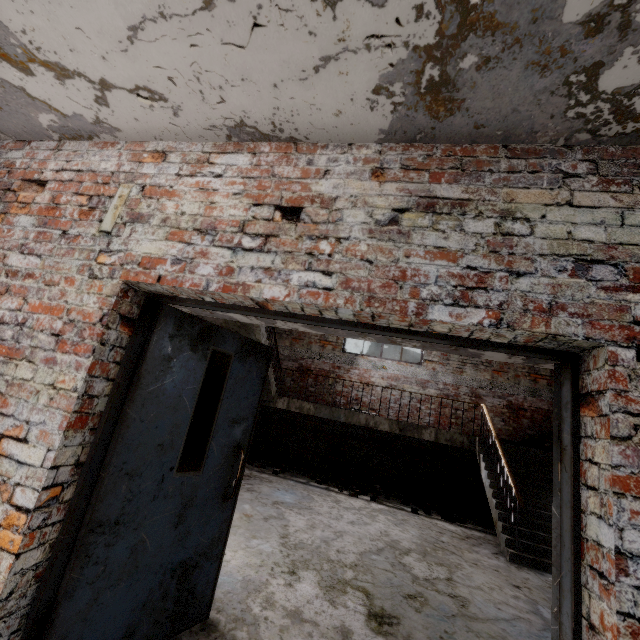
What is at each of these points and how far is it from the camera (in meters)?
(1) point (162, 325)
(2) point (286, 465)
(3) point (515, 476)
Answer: (1) door, 2.11
(2) brick, 8.12
(3) stairs, 6.75

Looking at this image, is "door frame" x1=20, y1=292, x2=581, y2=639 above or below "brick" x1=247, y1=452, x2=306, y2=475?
above

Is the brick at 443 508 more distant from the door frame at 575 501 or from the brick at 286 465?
the door frame at 575 501

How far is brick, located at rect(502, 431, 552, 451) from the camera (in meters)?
8.12

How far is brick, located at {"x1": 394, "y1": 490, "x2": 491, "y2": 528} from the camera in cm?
678

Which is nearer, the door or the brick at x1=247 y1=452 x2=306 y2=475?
the door

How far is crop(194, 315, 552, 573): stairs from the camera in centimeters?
535cm

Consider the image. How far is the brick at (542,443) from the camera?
8.1 meters
